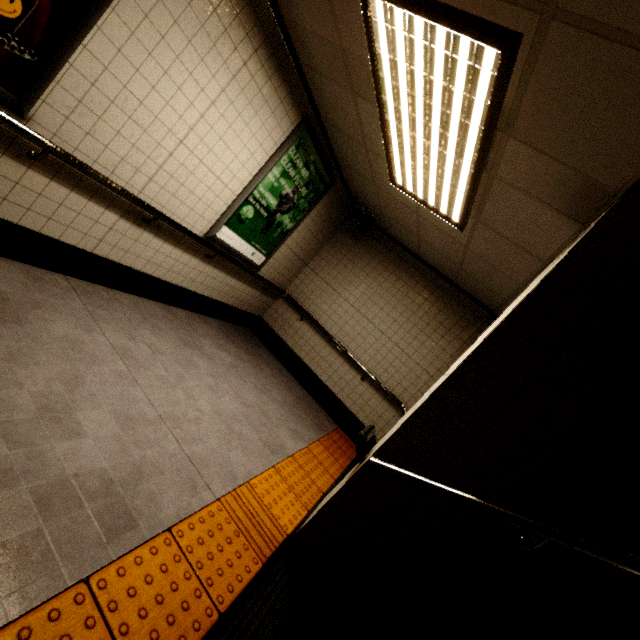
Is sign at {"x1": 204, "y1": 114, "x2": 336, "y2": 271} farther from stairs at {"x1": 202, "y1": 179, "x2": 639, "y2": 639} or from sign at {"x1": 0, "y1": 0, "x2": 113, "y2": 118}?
stairs at {"x1": 202, "y1": 179, "x2": 639, "y2": 639}

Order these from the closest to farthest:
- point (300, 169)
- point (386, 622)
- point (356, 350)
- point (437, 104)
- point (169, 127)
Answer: point (386, 622), point (437, 104), point (169, 127), point (300, 169), point (356, 350)

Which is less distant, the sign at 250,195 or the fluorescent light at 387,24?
the fluorescent light at 387,24

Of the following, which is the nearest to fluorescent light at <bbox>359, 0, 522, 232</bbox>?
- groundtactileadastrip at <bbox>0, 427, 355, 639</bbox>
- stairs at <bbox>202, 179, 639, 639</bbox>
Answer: stairs at <bbox>202, 179, 639, 639</bbox>

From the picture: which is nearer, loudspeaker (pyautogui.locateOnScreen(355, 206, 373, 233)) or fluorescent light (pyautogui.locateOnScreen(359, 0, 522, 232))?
fluorescent light (pyautogui.locateOnScreen(359, 0, 522, 232))

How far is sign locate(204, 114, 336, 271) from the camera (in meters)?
3.69

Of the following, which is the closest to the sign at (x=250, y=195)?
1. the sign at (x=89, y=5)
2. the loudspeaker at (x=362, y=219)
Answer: the loudspeaker at (x=362, y=219)

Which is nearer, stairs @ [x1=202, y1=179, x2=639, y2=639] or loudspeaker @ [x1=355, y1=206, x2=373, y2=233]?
stairs @ [x1=202, y1=179, x2=639, y2=639]
